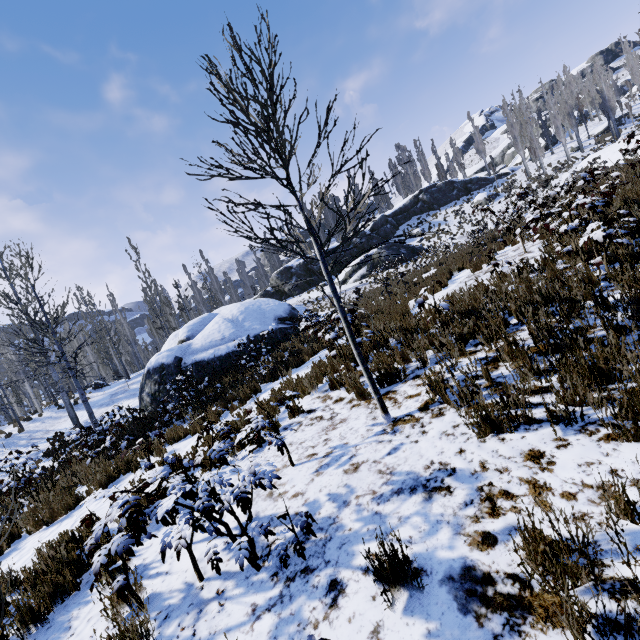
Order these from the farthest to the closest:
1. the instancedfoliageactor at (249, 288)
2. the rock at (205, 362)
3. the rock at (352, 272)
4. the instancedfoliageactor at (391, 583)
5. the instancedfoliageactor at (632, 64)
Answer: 1. the instancedfoliageactor at (249, 288)
2. the instancedfoliageactor at (632, 64)
3. the rock at (352, 272)
4. the rock at (205, 362)
5. the instancedfoliageactor at (391, 583)

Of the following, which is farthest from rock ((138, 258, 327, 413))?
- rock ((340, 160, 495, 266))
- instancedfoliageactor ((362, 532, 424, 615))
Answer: instancedfoliageactor ((362, 532, 424, 615))

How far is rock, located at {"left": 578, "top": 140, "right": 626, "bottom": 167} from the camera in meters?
28.2

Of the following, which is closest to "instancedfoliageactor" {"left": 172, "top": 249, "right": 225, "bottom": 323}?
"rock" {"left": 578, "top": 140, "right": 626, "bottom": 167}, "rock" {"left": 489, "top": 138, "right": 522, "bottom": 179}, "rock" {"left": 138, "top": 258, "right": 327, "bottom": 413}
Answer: "rock" {"left": 578, "top": 140, "right": 626, "bottom": 167}

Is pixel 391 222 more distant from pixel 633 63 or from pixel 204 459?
pixel 633 63

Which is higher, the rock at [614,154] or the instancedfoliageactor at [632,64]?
the instancedfoliageactor at [632,64]

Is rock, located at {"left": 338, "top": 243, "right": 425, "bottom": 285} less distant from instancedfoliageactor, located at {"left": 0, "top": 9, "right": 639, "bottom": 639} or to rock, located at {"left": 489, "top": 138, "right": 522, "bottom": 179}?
instancedfoliageactor, located at {"left": 0, "top": 9, "right": 639, "bottom": 639}

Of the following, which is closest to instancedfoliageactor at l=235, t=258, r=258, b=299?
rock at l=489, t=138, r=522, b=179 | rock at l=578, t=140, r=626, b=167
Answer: rock at l=578, t=140, r=626, b=167
